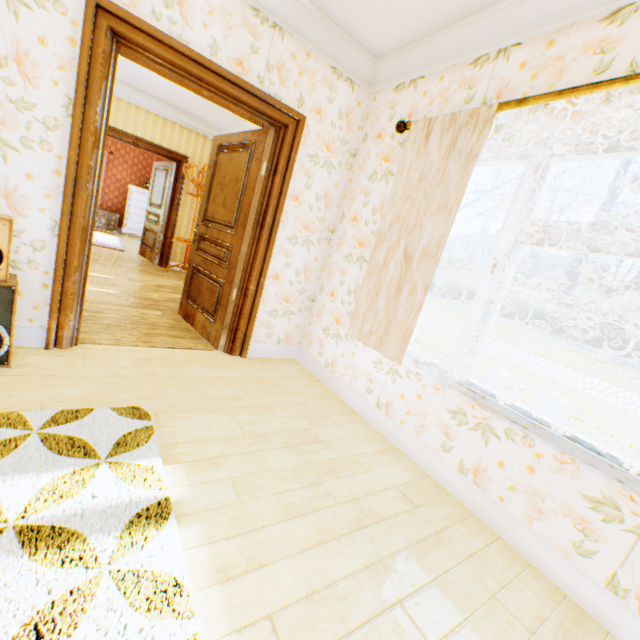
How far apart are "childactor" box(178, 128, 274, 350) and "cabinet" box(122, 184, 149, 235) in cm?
848

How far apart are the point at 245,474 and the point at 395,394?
1.4m

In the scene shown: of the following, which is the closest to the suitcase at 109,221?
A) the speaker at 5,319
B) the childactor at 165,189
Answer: the childactor at 165,189

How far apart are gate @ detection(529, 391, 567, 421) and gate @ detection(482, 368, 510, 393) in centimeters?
95cm

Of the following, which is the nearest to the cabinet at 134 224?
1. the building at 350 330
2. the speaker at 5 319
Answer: the building at 350 330

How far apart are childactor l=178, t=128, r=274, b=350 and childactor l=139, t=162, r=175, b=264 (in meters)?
3.66

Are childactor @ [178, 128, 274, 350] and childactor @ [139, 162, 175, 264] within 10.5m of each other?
yes

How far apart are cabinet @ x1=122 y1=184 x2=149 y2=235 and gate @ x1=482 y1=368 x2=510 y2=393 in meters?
15.4
